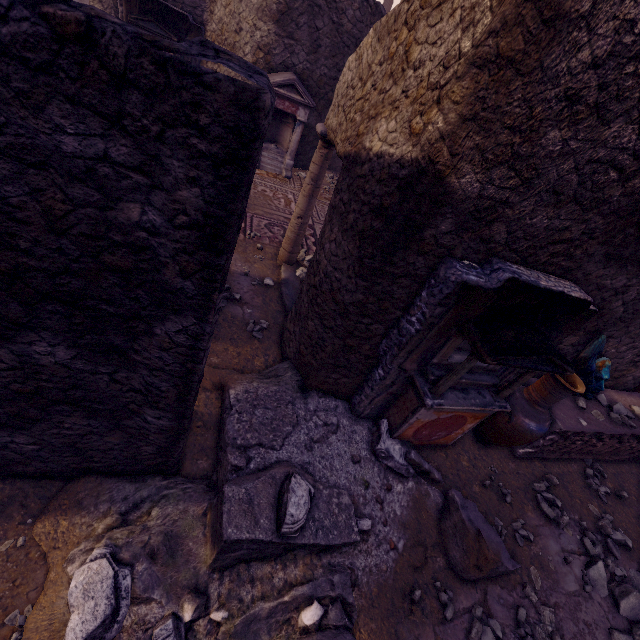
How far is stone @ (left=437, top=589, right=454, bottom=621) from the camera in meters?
2.7 m

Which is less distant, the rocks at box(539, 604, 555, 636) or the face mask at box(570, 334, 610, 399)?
the rocks at box(539, 604, 555, 636)

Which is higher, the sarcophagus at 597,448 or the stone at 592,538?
the sarcophagus at 597,448

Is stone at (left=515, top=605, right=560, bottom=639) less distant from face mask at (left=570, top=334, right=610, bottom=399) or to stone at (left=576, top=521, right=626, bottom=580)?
stone at (left=576, top=521, right=626, bottom=580)

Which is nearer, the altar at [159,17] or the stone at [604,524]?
the stone at [604,524]

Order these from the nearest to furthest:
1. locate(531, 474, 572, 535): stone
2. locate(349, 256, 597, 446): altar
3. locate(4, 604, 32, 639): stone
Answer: locate(4, 604, 32, 639): stone, locate(349, 256, 597, 446): altar, locate(531, 474, 572, 535): stone

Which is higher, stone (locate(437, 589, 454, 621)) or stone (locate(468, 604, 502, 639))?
stone (locate(437, 589, 454, 621))

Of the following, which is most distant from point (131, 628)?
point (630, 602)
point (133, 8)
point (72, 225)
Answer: point (133, 8)
